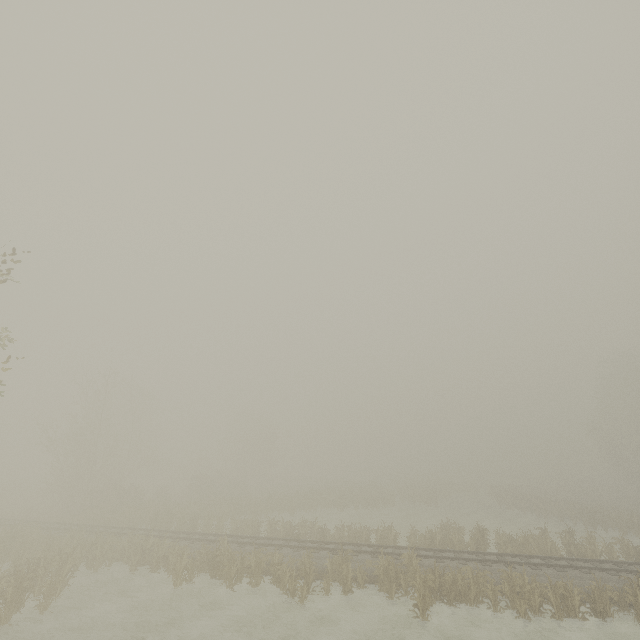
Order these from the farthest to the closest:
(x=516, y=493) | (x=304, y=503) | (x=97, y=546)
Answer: (x=516, y=493) → (x=304, y=503) → (x=97, y=546)
